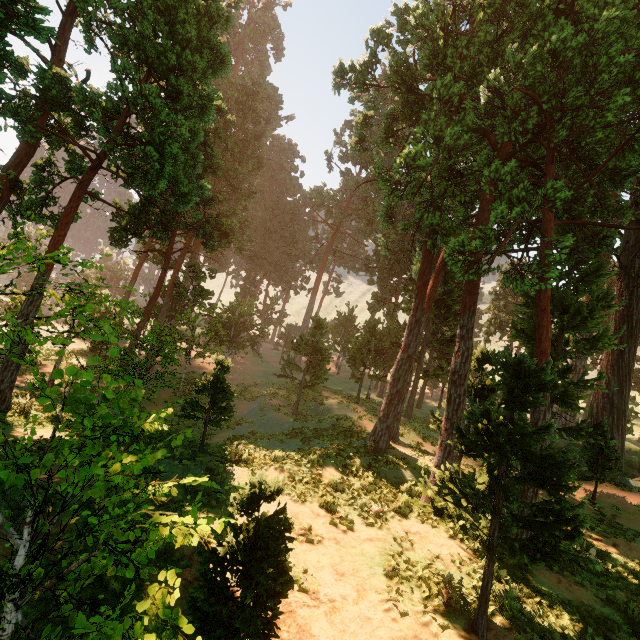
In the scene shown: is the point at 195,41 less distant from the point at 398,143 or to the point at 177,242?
the point at 177,242
